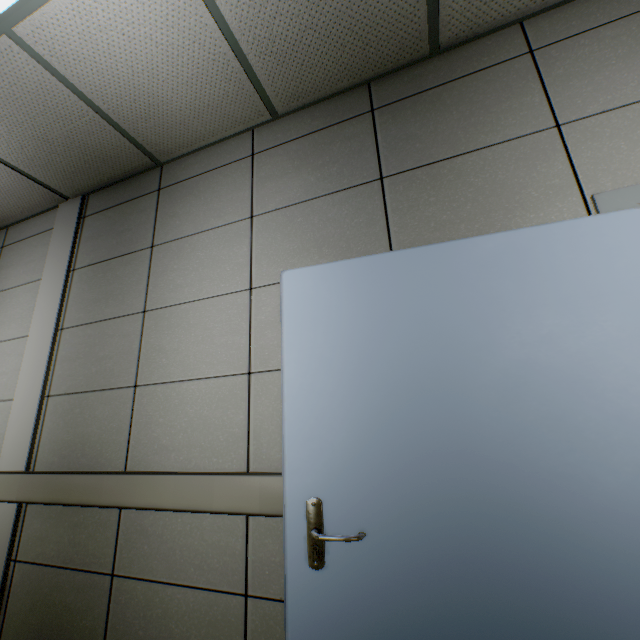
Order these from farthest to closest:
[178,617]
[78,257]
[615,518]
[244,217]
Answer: [78,257], [244,217], [178,617], [615,518]
